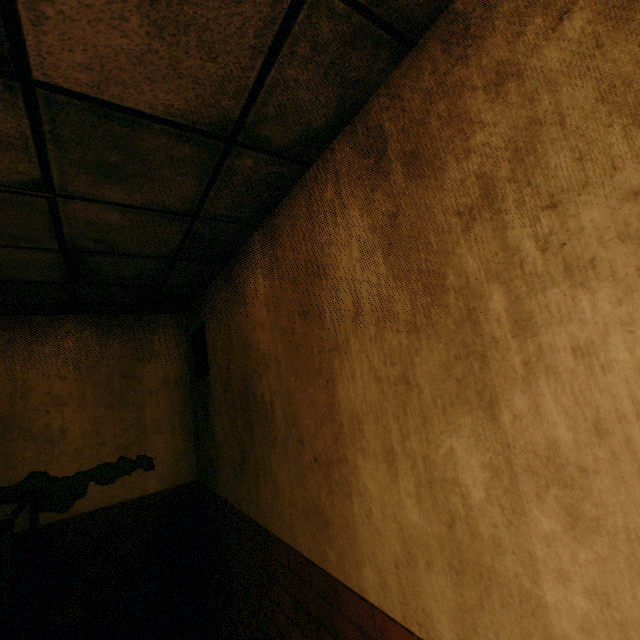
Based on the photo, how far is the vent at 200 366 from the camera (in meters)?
3.31

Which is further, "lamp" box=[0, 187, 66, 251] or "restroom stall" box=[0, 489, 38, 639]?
"restroom stall" box=[0, 489, 38, 639]

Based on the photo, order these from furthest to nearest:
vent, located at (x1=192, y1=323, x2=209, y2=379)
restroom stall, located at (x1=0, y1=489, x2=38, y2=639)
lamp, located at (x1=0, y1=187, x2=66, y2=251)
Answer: vent, located at (x1=192, y1=323, x2=209, y2=379) < restroom stall, located at (x1=0, y1=489, x2=38, y2=639) < lamp, located at (x1=0, y1=187, x2=66, y2=251)

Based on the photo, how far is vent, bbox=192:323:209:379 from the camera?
3.31m

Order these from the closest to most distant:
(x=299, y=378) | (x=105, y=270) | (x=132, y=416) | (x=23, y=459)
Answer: (x=299, y=378), (x=105, y=270), (x=23, y=459), (x=132, y=416)

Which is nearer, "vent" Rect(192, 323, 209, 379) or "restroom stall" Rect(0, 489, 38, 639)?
"restroom stall" Rect(0, 489, 38, 639)

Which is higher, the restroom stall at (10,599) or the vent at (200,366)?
the vent at (200,366)

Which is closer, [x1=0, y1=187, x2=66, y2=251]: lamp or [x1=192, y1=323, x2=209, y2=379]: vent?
[x1=0, y1=187, x2=66, y2=251]: lamp
